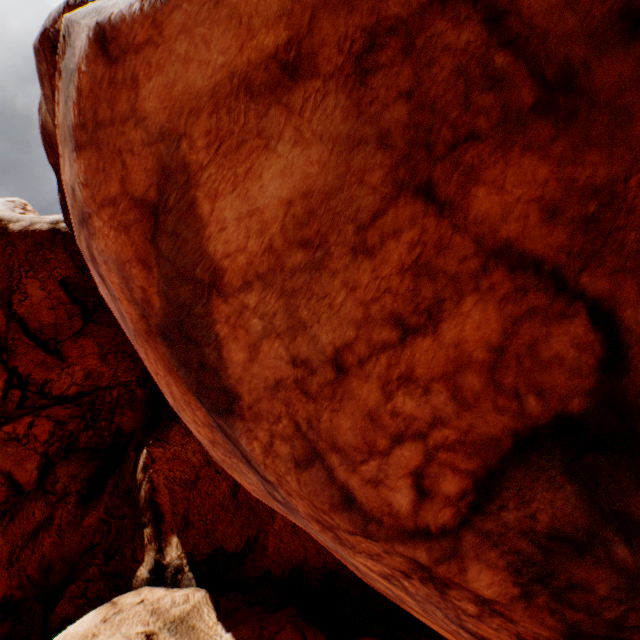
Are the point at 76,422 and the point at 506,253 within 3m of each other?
no
